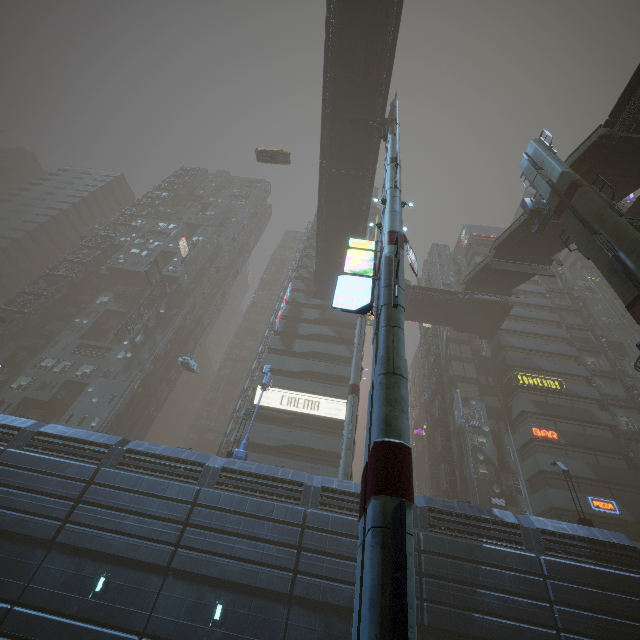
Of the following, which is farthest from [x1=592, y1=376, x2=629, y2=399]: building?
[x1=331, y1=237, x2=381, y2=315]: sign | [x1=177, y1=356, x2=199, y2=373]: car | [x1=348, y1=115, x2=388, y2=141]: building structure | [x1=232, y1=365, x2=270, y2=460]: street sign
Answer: [x1=348, y1=115, x2=388, y2=141]: building structure

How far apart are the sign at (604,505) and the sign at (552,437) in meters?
4.4 m

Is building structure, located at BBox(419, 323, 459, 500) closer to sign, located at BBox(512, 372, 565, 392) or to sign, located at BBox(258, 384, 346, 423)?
sign, located at BBox(512, 372, 565, 392)

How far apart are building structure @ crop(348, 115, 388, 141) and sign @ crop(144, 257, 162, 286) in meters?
32.5 m

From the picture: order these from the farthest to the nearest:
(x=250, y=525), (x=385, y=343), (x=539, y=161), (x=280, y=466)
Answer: (x=539, y=161) < (x=280, y=466) < (x=250, y=525) < (x=385, y=343)

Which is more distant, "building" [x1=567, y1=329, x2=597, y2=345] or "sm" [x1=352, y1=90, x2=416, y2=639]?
"building" [x1=567, y1=329, x2=597, y2=345]

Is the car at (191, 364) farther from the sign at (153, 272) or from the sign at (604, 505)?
the sign at (153, 272)

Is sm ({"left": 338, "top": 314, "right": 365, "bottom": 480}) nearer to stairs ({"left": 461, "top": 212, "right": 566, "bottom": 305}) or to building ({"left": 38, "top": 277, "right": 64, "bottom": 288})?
stairs ({"left": 461, "top": 212, "right": 566, "bottom": 305})
